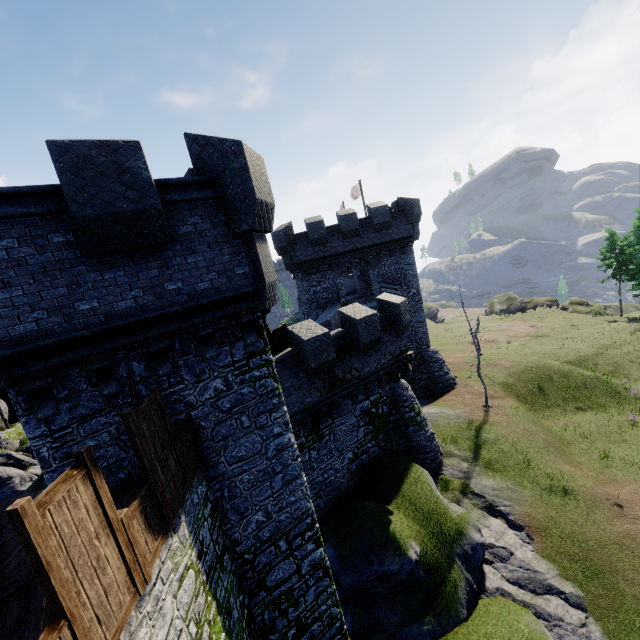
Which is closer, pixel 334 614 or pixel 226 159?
pixel 226 159

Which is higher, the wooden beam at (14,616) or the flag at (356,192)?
the flag at (356,192)

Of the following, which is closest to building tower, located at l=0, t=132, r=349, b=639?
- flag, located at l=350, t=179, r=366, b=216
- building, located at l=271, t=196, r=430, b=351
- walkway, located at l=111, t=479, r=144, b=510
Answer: walkway, located at l=111, t=479, r=144, b=510

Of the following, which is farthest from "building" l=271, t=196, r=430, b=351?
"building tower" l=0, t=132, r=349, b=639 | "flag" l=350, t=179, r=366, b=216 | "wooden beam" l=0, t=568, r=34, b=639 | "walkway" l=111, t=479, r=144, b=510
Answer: "wooden beam" l=0, t=568, r=34, b=639

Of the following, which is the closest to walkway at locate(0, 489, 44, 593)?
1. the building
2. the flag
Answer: the building

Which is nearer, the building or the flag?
the building

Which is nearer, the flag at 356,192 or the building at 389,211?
the building at 389,211

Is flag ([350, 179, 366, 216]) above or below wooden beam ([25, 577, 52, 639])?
above
